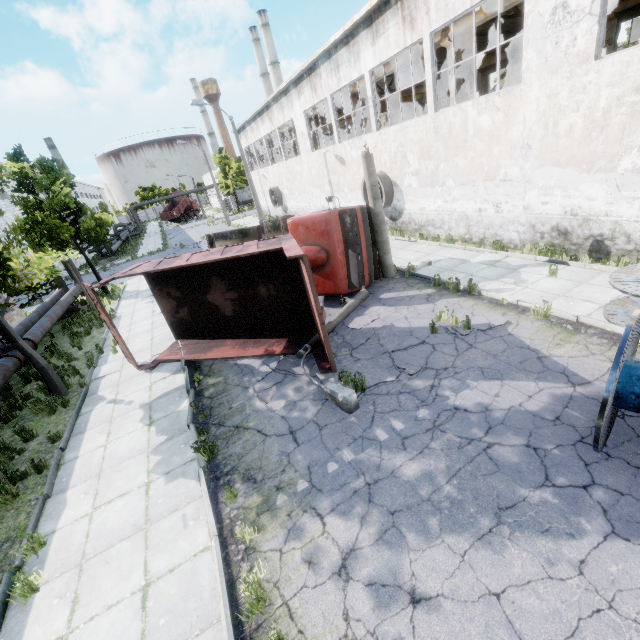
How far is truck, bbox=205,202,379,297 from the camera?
10.6m

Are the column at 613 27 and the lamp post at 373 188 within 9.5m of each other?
no

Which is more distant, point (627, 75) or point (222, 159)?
point (222, 159)

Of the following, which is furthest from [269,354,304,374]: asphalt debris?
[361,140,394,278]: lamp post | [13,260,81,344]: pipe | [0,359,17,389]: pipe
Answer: [13,260,81,344]: pipe

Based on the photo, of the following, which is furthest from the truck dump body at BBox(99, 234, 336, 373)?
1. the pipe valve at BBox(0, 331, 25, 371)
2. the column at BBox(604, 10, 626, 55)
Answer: the column at BBox(604, 10, 626, 55)

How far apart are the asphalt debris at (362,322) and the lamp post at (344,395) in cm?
1

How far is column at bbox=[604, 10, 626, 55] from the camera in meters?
18.1 m

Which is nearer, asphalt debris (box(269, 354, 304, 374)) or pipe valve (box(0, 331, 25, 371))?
asphalt debris (box(269, 354, 304, 374))
